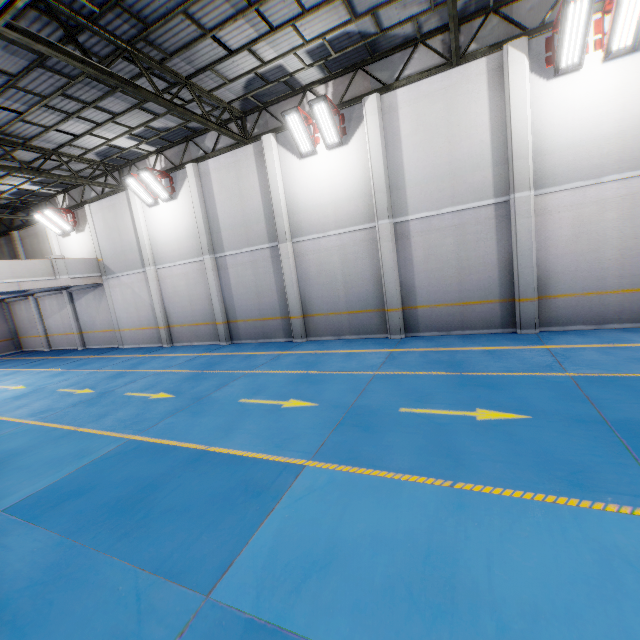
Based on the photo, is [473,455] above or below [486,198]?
below

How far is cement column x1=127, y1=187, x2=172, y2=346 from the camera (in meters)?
15.49

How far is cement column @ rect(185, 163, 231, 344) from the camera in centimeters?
1377cm

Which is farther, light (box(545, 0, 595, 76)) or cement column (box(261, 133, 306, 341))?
cement column (box(261, 133, 306, 341))

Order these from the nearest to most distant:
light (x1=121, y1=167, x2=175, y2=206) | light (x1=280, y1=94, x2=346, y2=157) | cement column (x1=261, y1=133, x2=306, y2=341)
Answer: light (x1=280, y1=94, x2=346, y2=157) < cement column (x1=261, y1=133, x2=306, y2=341) < light (x1=121, y1=167, x2=175, y2=206)

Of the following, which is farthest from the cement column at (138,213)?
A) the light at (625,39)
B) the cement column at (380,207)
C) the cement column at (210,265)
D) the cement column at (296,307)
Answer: the light at (625,39)

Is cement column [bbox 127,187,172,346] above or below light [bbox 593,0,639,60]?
below

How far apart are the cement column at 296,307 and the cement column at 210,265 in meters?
3.3 m
